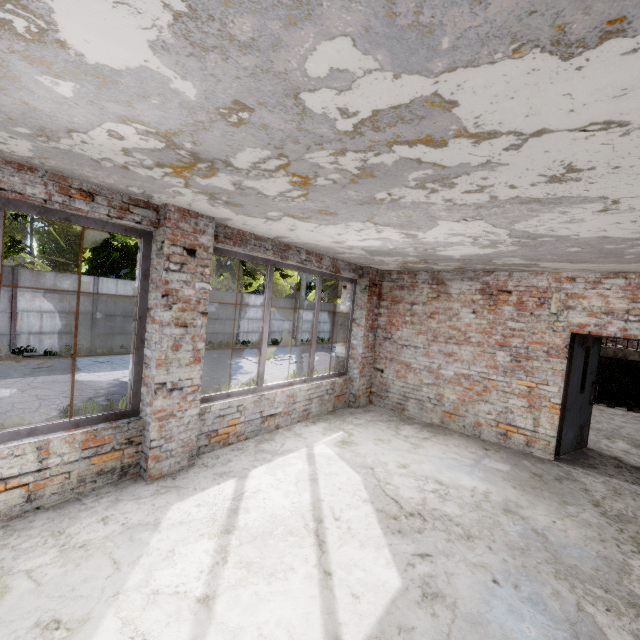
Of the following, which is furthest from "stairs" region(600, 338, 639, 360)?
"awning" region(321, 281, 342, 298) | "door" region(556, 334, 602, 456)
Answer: "door" region(556, 334, 602, 456)

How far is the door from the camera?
5.6m

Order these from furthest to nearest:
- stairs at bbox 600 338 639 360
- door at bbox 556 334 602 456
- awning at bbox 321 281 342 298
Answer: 1. stairs at bbox 600 338 639 360
2. awning at bbox 321 281 342 298
3. door at bbox 556 334 602 456

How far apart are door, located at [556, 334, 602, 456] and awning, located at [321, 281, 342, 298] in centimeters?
412cm

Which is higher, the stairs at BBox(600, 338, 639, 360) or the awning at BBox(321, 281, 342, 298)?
the awning at BBox(321, 281, 342, 298)

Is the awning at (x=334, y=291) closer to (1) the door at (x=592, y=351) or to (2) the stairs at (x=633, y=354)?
(2) the stairs at (x=633, y=354)

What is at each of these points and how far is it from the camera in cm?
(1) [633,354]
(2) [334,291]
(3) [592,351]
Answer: (1) stairs, 1019
(2) awning, 923
(3) door, 597

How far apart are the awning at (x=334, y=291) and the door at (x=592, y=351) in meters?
4.1
